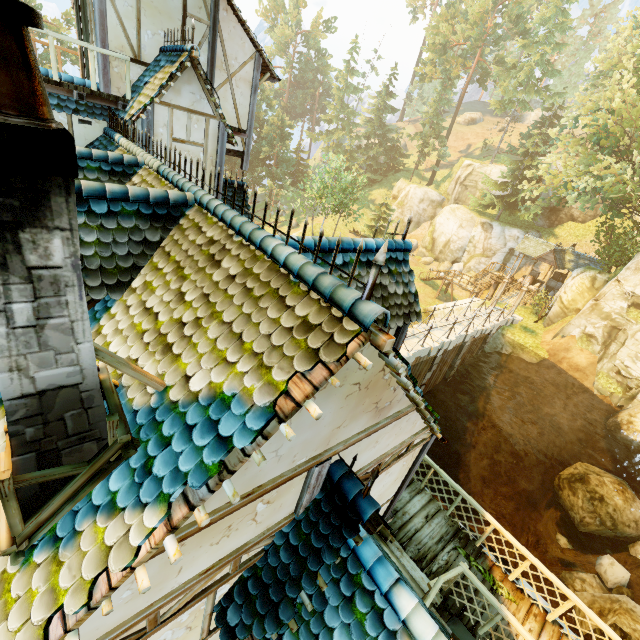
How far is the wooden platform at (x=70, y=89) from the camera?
7.6 meters

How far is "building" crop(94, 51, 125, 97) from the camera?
8.4 meters

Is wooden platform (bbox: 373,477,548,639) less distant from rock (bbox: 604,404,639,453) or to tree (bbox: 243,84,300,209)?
tree (bbox: 243,84,300,209)

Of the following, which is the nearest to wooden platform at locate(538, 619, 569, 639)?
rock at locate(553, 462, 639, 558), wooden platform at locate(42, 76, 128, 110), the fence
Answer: the fence

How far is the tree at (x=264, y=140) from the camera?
48.0m

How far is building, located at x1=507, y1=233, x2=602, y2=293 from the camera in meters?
28.3 m

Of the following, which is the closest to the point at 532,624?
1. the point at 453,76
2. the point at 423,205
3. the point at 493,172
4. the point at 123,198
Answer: the point at 123,198

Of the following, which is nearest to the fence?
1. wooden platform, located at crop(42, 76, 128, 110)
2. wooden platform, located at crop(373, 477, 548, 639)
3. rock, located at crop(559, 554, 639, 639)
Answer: wooden platform, located at crop(373, 477, 548, 639)
